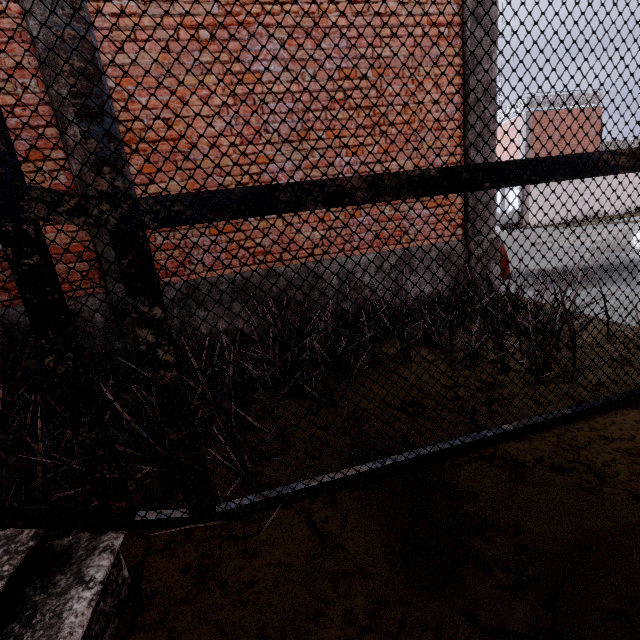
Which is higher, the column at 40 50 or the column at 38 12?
the column at 38 12

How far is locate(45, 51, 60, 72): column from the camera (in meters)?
3.28

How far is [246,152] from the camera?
4.0 meters

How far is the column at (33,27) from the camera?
3.18m

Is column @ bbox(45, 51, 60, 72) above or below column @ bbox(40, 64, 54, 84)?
above
